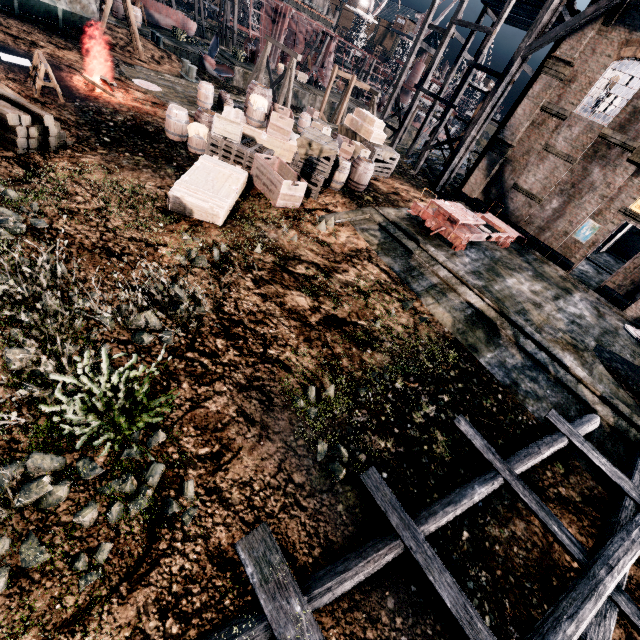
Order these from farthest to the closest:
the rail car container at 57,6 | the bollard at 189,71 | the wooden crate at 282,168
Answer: the bollard at 189,71 → the rail car container at 57,6 → the wooden crate at 282,168

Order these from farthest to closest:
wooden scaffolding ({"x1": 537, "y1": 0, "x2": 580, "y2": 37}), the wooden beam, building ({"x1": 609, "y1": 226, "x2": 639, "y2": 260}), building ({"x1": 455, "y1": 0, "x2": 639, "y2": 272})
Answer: building ({"x1": 609, "y1": 226, "x2": 639, "y2": 260}) < wooden scaffolding ({"x1": 537, "y1": 0, "x2": 580, "y2": 37}) < building ({"x1": 455, "y1": 0, "x2": 639, "y2": 272}) < the wooden beam

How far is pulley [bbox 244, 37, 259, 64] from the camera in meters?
40.2 m

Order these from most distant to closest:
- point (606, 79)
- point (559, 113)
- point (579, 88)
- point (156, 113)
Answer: point (606, 79)
point (559, 113)
point (579, 88)
point (156, 113)

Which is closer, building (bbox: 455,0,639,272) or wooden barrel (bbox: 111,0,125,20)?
building (bbox: 455,0,639,272)

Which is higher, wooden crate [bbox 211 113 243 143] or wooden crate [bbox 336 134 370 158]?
wooden crate [bbox 336 134 370 158]

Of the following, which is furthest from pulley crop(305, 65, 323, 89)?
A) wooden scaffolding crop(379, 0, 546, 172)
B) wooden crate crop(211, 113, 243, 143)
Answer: wooden crate crop(211, 113, 243, 143)

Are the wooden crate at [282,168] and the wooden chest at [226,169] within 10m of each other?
yes
